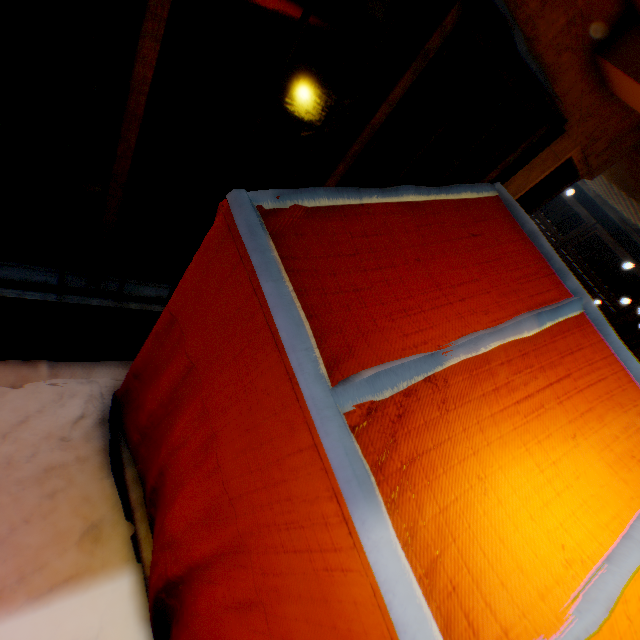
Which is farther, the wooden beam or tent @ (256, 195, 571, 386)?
the wooden beam

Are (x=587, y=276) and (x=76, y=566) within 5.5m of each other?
no

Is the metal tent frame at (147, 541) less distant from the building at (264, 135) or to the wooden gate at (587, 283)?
the building at (264, 135)

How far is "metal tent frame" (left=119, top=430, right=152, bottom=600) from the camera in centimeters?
200cm

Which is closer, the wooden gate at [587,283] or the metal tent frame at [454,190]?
the metal tent frame at [454,190]

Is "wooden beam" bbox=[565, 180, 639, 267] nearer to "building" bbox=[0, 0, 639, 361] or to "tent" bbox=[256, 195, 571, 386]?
"building" bbox=[0, 0, 639, 361]

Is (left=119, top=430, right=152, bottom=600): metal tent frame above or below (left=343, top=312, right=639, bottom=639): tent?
below
